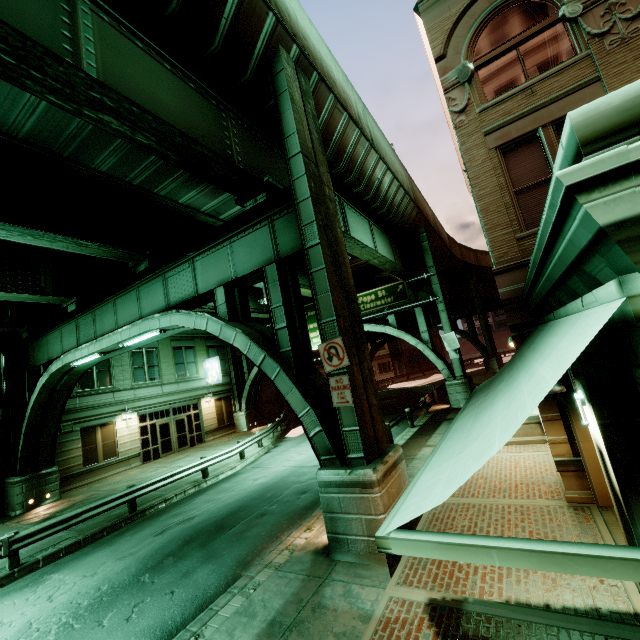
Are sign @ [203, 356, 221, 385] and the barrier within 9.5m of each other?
no

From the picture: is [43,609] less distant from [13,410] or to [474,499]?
[474,499]

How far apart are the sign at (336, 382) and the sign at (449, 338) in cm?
1593

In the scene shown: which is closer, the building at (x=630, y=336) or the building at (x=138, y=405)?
the building at (x=630, y=336)

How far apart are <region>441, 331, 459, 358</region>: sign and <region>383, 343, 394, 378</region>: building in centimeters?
3871cm

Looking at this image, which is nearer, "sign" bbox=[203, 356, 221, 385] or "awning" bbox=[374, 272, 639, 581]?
"awning" bbox=[374, 272, 639, 581]

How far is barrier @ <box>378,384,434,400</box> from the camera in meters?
29.2 m

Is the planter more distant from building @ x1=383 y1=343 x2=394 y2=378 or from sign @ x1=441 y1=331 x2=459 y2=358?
building @ x1=383 y1=343 x2=394 y2=378
